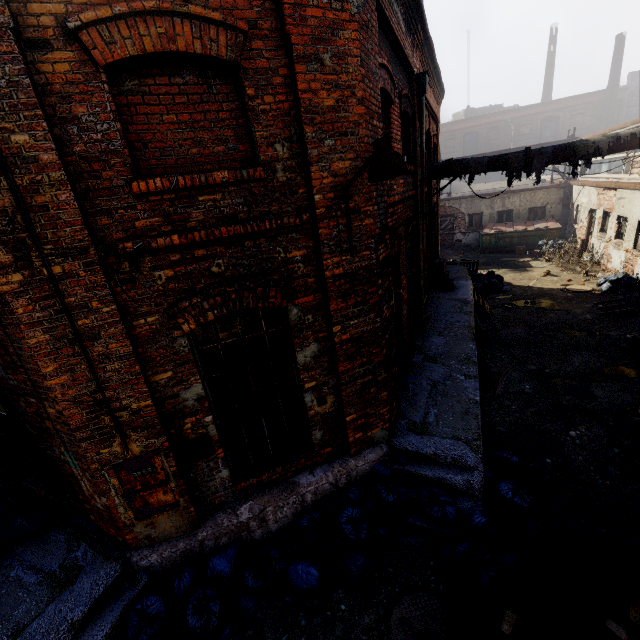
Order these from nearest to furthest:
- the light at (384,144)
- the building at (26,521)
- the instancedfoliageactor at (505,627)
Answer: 1. the light at (384,144)
2. the instancedfoliageactor at (505,627)
3. the building at (26,521)

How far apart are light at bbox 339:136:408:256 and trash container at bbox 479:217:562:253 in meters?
20.5

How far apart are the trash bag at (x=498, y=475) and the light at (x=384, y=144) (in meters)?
3.82

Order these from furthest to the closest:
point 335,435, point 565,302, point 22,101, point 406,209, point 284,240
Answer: point 565,302, point 406,209, point 335,435, point 284,240, point 22,101

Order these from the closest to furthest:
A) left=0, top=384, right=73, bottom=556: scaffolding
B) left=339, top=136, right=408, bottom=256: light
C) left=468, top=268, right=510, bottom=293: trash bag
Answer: left=339, top=136, right=408, bottom=256: light, left=0, top=384, right=73, bottom=556: scaffolding, left=468, top=268, right=510, bottom=293: trash bag

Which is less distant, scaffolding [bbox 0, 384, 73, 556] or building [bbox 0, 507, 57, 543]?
scaffolding [bbox 0, 384, 73, 556]

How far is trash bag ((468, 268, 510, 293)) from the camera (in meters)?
14.66

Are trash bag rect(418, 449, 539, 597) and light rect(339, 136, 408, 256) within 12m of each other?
yes
